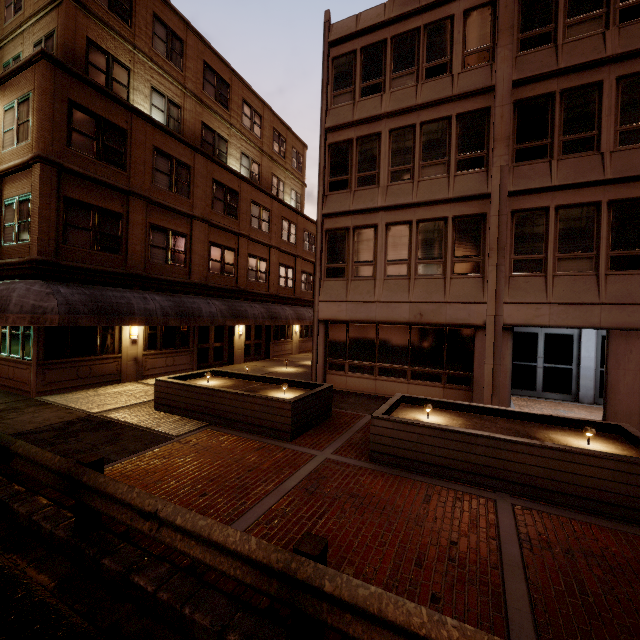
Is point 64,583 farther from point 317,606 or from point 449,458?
point 449,458

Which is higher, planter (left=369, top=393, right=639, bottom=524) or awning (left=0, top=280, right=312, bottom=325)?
awning (left=0, top=280, right=312, bottom=325)

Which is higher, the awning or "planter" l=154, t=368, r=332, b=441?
the awning

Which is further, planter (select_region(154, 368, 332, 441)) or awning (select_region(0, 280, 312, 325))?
awning (select_region(0, 280, 312, 325))

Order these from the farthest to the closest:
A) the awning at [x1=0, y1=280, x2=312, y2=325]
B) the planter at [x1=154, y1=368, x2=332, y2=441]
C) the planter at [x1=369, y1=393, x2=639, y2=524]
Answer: the awning at [x1=0, y1=280, x2=312, y2=325]
the planter at [x1=154, y1=368, x2=332, y2=441]
the planter at [x1=369, y1=393, x2=639, y2=524]

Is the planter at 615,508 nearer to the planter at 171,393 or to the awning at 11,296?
the planter at 171,393

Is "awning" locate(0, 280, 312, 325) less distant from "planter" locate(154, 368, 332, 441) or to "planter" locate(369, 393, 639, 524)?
"planter" locate(154, 368, 332, 441)
